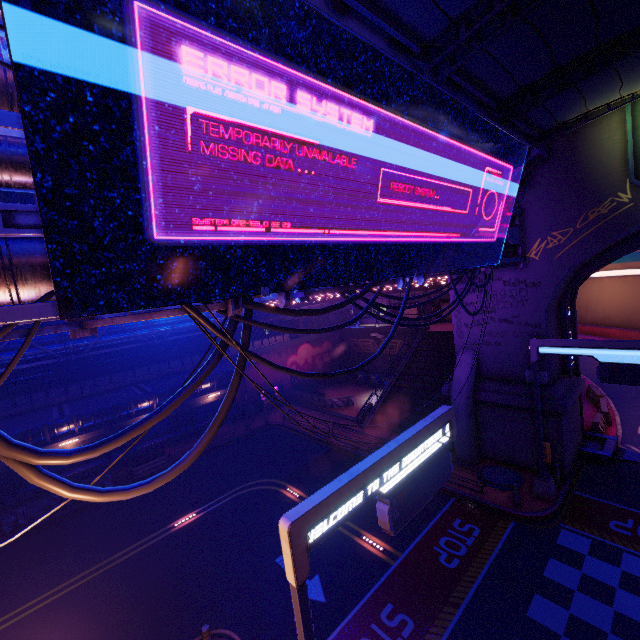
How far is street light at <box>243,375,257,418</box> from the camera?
29.5m

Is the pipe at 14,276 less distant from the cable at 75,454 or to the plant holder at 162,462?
the cable at 75,454

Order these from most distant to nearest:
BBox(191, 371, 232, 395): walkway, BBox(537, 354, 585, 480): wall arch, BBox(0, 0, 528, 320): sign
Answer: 1. BBox(191, 371, 232, 395): walkway
2. BBox(537, 354, 585, 480): wall arch
3. BBox(0, 0, 528, 320): sign

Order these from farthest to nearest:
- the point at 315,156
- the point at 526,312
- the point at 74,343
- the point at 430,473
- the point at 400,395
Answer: the point at 400,395 < the point at 74,343 < the point at 526,312 < the point at 430,473 < the point at 315,156

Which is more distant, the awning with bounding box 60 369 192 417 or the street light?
the street light

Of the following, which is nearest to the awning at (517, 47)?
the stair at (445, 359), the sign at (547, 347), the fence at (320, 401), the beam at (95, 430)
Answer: the sign at (547, 347)

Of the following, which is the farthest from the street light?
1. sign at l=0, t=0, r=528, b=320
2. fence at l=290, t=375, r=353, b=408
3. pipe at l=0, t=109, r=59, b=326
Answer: sign at l=0, t=0, r=528, b=320

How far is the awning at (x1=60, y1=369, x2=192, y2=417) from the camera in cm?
1908
